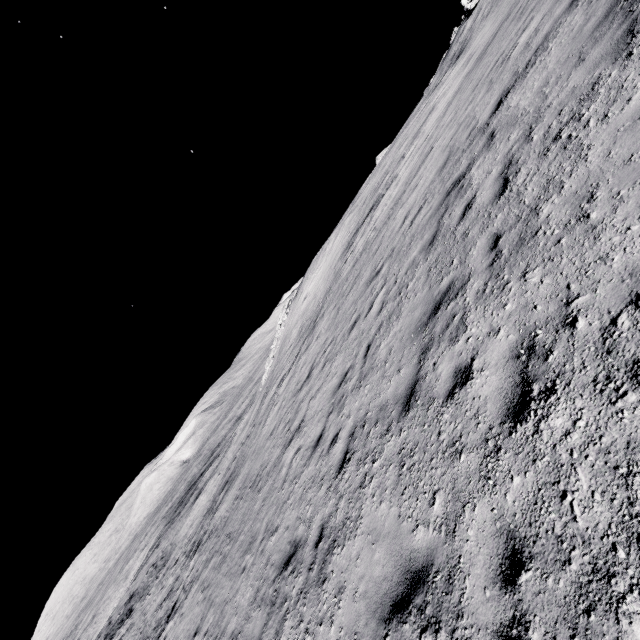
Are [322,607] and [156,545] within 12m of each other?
no
